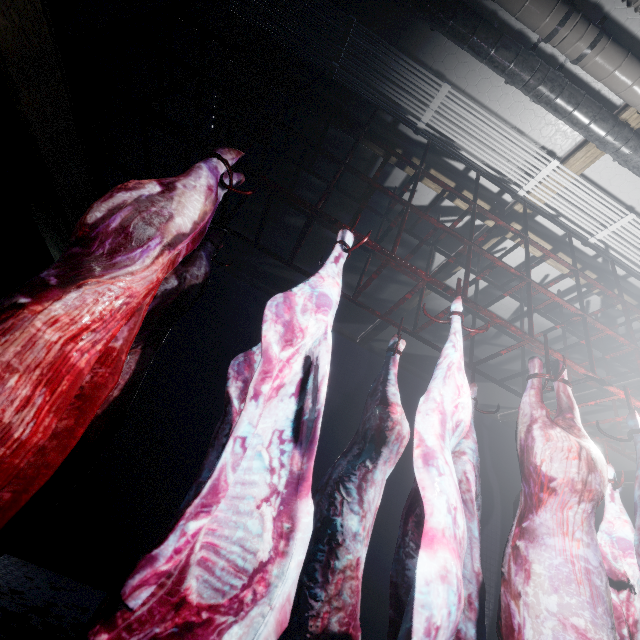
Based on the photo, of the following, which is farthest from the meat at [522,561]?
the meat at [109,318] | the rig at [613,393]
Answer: the meat at [109,318]

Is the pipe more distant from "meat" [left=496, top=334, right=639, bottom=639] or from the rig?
"meat" [left=496, top=334, right=639, bottom=639]

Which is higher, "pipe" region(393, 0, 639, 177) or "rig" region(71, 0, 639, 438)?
"pipe" region(393, 0, 639, 177)

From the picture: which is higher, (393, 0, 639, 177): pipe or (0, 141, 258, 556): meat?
(393, 0, 639, 177): pipe

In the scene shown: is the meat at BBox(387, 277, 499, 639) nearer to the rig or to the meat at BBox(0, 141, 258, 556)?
the rig

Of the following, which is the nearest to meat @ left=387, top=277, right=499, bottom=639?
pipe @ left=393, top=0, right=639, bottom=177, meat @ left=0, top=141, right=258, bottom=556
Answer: meat @ left=0, top=141, right=258, bottom=556

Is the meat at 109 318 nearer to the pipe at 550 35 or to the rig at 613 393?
the rig at 613 393

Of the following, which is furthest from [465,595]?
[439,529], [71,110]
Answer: [71,110]
